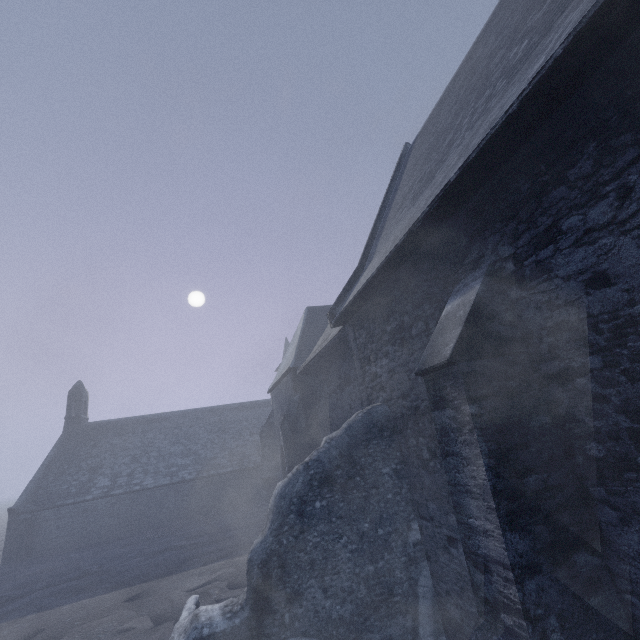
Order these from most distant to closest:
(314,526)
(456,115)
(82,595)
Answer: (82,595)
(456,115)
(314,526)
